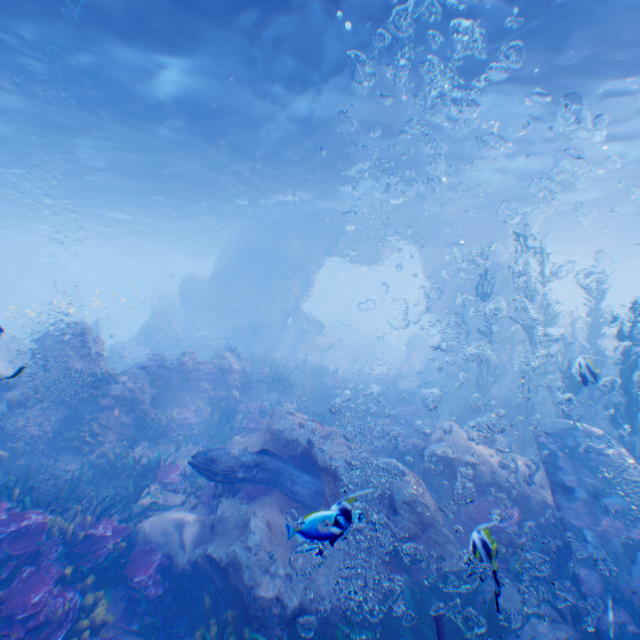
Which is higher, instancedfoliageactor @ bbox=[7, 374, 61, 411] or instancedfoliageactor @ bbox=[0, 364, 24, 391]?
instancedfoliageactor @ bbox=[0, 364, 24, 391]

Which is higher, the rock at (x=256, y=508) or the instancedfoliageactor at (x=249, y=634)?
the instancedfoliageactor at (x=249, y=634)

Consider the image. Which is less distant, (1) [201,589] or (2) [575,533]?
(2) [575,533]

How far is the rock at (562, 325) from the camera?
23.62m

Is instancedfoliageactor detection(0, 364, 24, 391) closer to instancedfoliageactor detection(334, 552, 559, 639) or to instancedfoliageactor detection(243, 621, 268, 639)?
instancedfoliageactor detection(243, 621, 268, 639)

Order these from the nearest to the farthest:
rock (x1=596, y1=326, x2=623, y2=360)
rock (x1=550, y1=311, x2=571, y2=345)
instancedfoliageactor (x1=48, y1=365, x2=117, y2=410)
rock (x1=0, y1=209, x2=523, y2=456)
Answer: instancedfoliageactor (x1=48, y1=365, x2=117, y2=410), rock (x1=0, y1=209, x2=523, y2=456), rock (x1=596, y1=326, x2=623, y2=360), rock (x1=550, y1=311, x2=571, y2=345)

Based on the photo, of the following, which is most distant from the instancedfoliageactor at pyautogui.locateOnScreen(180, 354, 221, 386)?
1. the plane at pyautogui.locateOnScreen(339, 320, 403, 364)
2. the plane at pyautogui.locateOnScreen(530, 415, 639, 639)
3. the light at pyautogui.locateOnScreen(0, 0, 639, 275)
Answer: the plane at pyautogui.locateOnScreen(339, 320, 403, 364)
